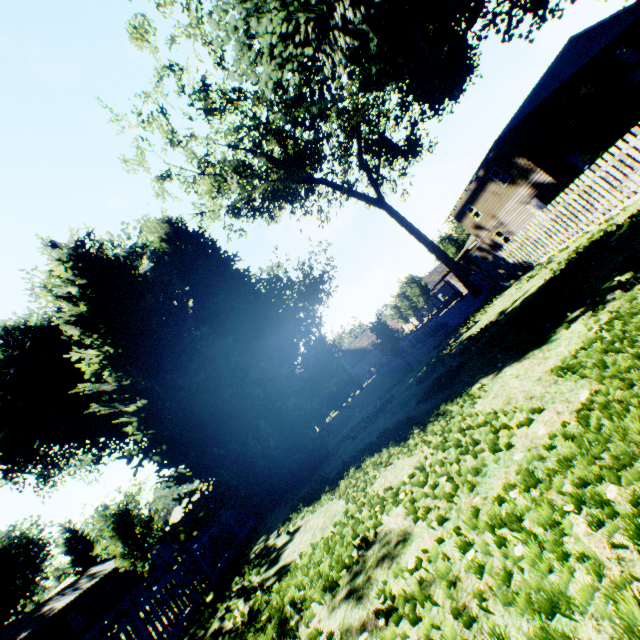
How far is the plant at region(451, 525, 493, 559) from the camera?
2.13m

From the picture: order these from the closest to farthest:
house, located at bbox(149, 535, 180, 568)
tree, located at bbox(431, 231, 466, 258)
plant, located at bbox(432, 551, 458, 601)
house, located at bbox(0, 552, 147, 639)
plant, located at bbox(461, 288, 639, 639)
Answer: plant, located at bbox(461, 288, 639, 639) → plant, located at bbox(432, 551, 458, 601) → house, located at bbox(0, 552, 147, 639) → tree, located at bbox(431, 231, 466, 258) → house, located at bbox(149, 535, 180, 568)

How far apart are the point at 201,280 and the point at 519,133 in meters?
26.6 m

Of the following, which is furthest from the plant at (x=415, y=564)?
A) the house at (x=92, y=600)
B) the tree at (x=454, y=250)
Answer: the tree at (x=454, y=250)

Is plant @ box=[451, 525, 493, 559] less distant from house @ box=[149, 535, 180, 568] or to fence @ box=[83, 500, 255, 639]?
fence @ box=[83, 500, 255, 639]

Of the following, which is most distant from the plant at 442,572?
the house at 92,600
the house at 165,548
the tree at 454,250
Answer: the tree at 454,250

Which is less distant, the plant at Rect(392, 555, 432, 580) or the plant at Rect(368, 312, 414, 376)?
the plant at Rect(392, 555, 432, 580)

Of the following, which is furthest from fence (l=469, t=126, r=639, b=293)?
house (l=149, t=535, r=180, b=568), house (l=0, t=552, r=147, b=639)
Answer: house (l=149, t=535, r=180, b=568)
